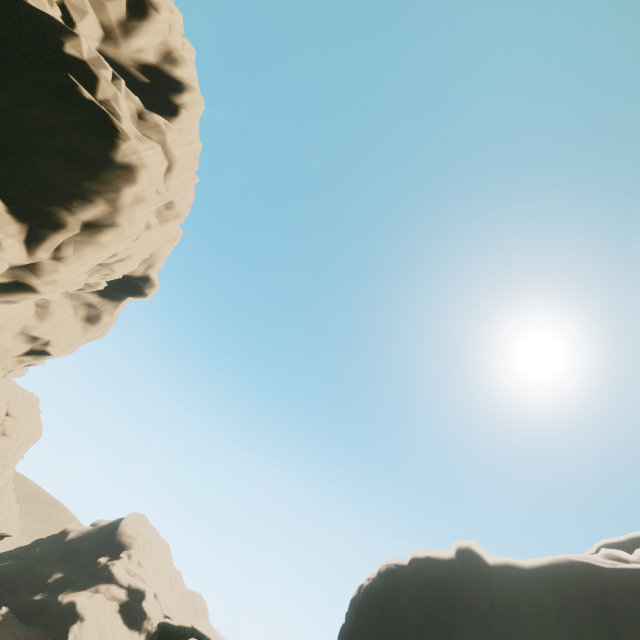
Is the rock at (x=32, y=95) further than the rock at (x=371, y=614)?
No

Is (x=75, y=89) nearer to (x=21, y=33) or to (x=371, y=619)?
(x=21, y=33)

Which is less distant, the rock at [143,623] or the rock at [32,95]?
the rock at [32,95]

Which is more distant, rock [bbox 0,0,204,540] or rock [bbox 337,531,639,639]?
rock [bbox 337,531,639,639]

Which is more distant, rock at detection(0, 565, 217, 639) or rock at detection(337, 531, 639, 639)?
rock at detection(0, 565, 217, 639)

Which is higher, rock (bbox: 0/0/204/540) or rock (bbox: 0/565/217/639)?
rock (bbox: 0/0/204/540)

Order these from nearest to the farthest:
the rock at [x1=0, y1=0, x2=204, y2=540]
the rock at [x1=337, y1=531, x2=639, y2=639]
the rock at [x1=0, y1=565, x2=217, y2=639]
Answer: the rock at [x1=0, y1=0, x2=204, y2=540]
the rock at [x1=337, y1=531, x2=639, y2=639]
the rock at [x1=0, y1=565, x2=217, y2=639]
